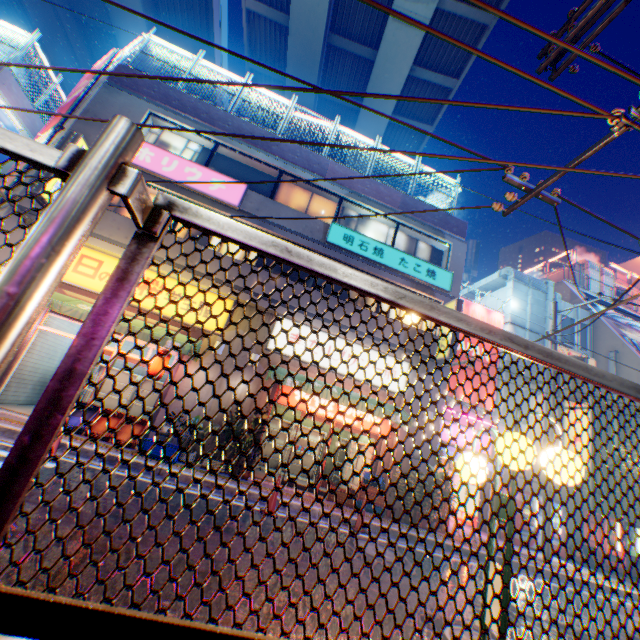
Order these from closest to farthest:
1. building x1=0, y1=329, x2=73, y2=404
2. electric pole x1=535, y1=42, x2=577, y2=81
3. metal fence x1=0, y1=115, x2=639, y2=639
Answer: metal fence x1=0, y1=115, x2=639, y2=639 → electric pole x1=535, y1=42, x2=577, y2=81 → building x1=0, y1=329, x2=73, y2=404

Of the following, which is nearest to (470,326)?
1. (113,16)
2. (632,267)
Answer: (113,16)

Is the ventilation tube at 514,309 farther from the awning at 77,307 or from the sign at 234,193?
the sign at 234,193

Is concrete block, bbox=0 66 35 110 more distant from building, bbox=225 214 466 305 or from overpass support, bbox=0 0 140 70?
overpass support, bbox=0 0 140 70

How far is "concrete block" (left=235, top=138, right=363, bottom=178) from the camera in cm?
1331

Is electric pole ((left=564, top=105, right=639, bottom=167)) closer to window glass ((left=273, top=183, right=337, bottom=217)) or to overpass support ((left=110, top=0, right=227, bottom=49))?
overpass support ((left=110, top=0, right=227, bottom=49))

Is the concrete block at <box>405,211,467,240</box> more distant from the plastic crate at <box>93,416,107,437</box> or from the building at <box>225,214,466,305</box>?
the plastic crate at <box>93,416,107,437</box>

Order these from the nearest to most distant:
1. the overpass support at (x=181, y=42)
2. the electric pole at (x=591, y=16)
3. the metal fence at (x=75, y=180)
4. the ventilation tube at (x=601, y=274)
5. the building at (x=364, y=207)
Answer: the metal fence at (x=75, y=180), the electric pole at (x=591, y=16), the building at (x=364, y=207), the overpass support at (x=181, y=42), the ventilation tube at (x=601, y=274)
